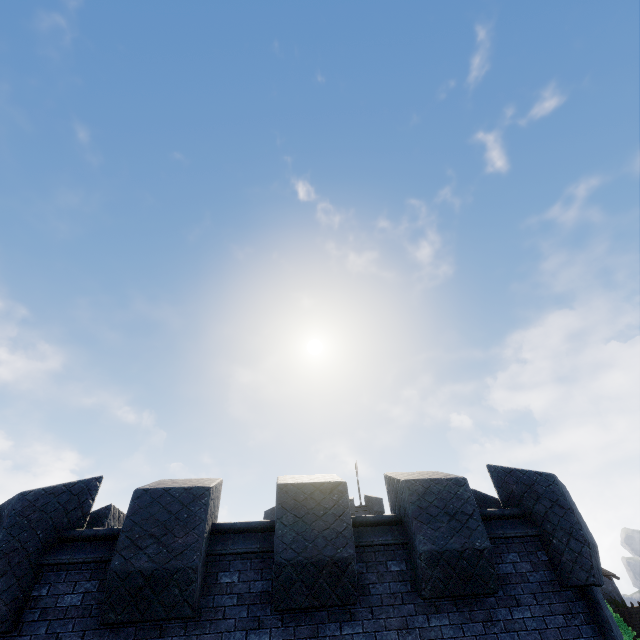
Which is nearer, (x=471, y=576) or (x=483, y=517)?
(x=471, y=576)
